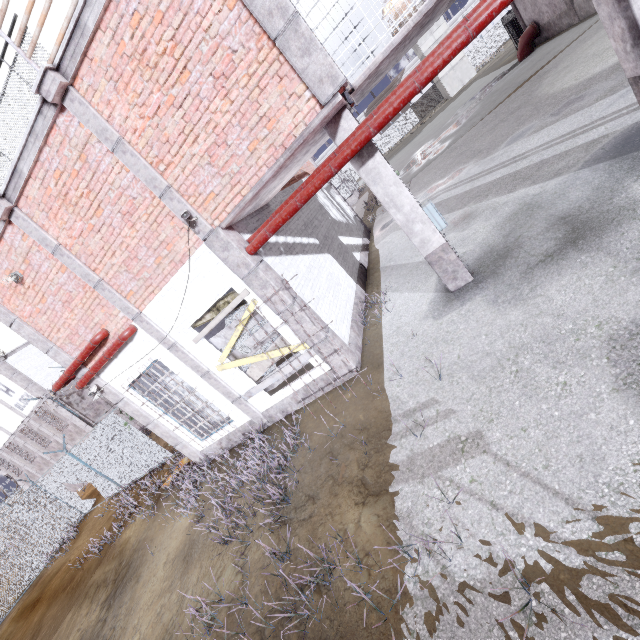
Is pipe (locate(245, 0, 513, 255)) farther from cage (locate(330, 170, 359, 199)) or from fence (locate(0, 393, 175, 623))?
fence (locate(0, 393, 175, 623))

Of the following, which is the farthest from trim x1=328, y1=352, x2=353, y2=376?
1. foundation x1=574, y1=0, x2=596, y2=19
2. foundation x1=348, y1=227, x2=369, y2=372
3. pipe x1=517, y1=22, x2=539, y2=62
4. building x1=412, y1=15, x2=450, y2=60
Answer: building x1=412, y1=15, x2=450, y2=60

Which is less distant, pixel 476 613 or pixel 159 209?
pixel 476 613

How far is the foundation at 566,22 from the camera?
19.0 meters

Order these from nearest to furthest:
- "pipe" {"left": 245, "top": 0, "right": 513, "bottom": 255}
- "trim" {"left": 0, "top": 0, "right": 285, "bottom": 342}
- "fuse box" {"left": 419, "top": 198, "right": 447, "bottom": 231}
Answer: "pipe" {"left": 245, "top": 0, "right": 513, "bottom": 255} → "trim" {"left": 0, "top": 0, "right": 285, "bottom": 342} → "fuse box" {"left": 419, "top": 198, "right": 447, "bottom": 231}

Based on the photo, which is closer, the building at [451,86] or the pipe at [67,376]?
the pipe at [67,376]

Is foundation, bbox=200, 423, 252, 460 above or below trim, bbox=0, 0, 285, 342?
below

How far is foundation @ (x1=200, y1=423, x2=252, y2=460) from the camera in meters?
8.5 m
